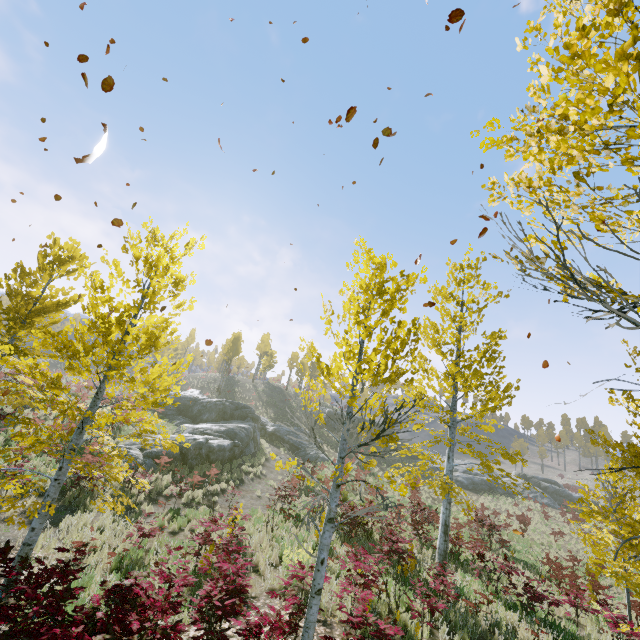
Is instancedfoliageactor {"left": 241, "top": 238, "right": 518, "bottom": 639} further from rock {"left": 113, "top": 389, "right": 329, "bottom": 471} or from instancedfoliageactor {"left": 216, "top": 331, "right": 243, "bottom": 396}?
instancedfoliageactor {"left": 216, "top": 331, "right": 243, "bottom": 396}

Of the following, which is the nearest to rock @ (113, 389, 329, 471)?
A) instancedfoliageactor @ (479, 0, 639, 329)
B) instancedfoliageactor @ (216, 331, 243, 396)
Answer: instancedfoliageactor @ (479, 0, 639, 329)

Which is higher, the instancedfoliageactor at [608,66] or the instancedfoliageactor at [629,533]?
the instancedfoliageactor at [608,66]

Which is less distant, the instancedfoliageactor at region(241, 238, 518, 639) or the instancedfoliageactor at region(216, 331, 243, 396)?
the instancedfoliageactor at region(241, 238, 518, 639)

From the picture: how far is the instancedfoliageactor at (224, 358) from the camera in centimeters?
4796cm

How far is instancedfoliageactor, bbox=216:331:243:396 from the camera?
48.0m

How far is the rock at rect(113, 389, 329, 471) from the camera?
18.0m

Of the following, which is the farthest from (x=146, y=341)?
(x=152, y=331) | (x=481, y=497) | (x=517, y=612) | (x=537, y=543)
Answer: (x=481, y=497)
